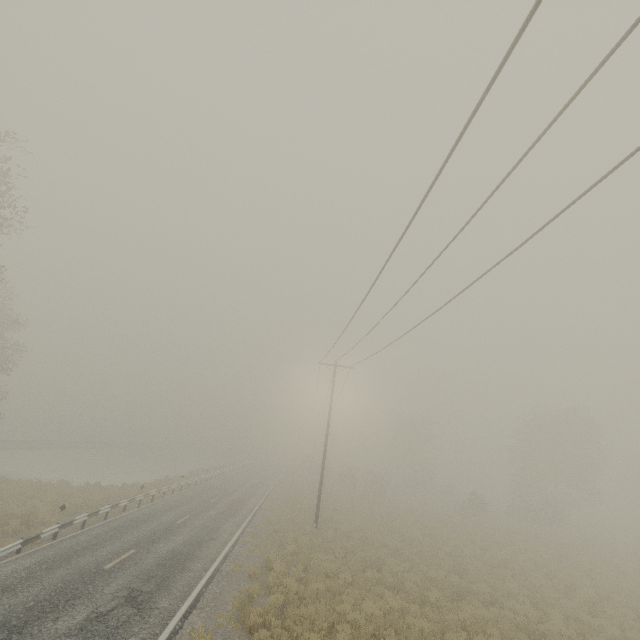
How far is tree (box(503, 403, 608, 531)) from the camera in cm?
3844

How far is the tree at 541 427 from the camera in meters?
38.4

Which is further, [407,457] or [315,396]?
[407,457]
